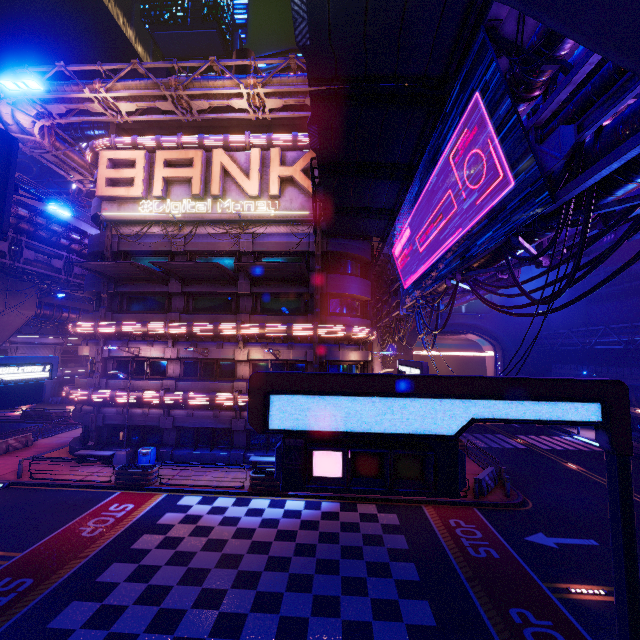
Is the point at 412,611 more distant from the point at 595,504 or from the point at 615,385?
the point at 595,504

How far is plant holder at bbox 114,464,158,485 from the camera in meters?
17.7 m

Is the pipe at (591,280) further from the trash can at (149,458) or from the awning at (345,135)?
the trash can at (149,458)

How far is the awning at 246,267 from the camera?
18.5m

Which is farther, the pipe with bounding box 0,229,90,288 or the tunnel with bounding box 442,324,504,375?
the tunnel with bounding box 442,324,504,375

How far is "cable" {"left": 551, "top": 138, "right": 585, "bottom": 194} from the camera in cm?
629

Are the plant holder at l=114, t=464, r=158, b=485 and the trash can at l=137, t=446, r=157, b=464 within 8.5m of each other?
yes

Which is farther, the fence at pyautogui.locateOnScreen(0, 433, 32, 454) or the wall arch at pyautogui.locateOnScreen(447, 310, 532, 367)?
the wall arch at pyautogui.locateOnScreen(447, 310, 532, 367)
